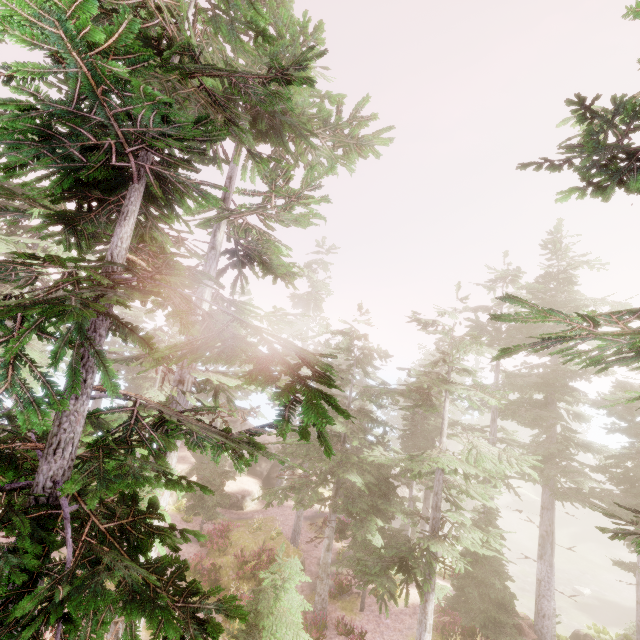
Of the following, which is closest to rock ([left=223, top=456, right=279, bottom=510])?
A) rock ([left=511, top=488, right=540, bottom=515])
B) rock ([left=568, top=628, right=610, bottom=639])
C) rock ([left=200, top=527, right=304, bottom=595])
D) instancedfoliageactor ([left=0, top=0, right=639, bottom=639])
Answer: instancedfoliageactor ([left=0, top=0, right=639, bottom=639])

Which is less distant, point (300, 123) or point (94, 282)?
point (94, 282)

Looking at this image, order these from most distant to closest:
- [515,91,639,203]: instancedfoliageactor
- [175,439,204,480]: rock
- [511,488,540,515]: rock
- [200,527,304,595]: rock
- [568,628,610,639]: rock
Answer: [511,488,540,515]: rock → [175,439,204,480]: rock → [568,628,610,639]: rock → [200,527,304,595]: rock → [515,91,639,203]: instancedfoliageactor

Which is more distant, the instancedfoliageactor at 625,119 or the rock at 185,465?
the rock at 185,465

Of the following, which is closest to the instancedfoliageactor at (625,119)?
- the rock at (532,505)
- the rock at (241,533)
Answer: the rock at (532,505)

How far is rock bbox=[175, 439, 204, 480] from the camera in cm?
2811

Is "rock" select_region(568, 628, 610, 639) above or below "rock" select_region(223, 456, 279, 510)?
below
